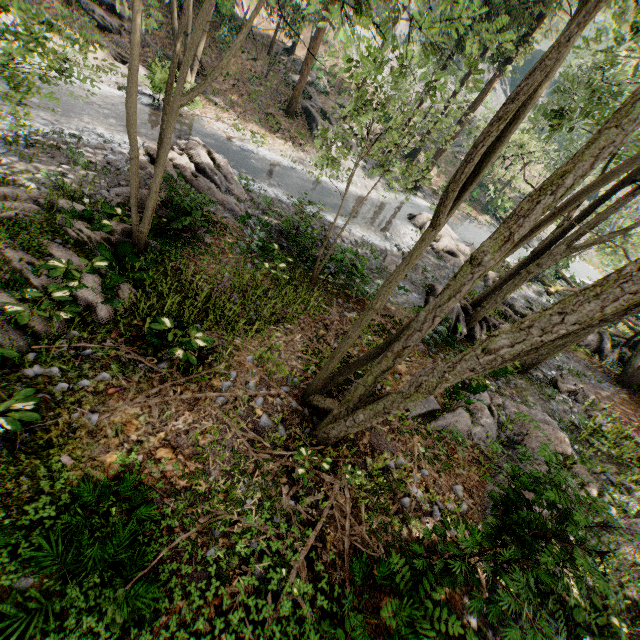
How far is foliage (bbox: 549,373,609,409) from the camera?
13.2m

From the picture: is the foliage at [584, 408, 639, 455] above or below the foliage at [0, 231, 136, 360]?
above

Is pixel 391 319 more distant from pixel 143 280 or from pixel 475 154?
pixel 475 154

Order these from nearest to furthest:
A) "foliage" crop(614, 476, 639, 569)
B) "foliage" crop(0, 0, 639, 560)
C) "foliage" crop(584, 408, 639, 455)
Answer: "foliage" crop(0, 0, 639, 560)
"foliage" crop(614, 476, 639, 569)
"foliage" crop(584, 408, 639, 455)

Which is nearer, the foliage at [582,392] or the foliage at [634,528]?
the foliage at [634,528]

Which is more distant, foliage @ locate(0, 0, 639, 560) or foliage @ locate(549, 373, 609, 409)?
foliage @ locate(549, 373, 609, 409)

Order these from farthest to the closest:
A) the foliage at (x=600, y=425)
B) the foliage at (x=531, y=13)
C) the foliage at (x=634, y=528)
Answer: the foliage at (x=600, y=425) → the foliage at (x=634, y=528) → the foliage at (x=531, y=13)
